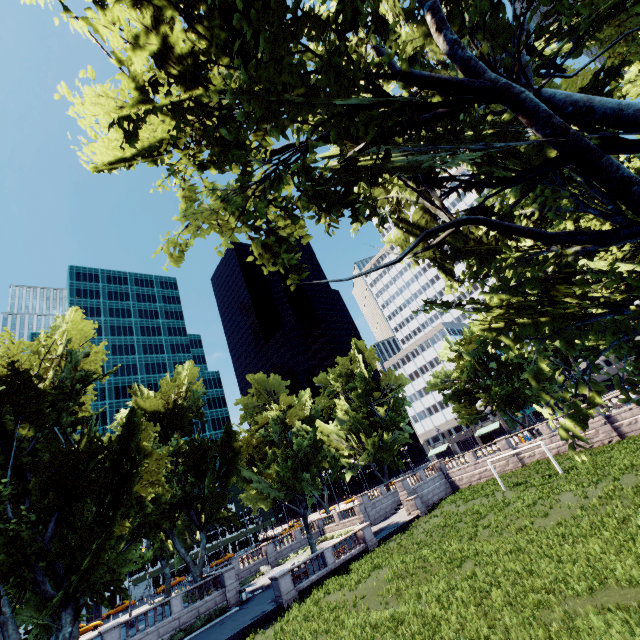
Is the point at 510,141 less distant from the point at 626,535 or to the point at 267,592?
the point at 626,535

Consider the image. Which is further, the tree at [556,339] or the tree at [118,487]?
the tree at [118,487]

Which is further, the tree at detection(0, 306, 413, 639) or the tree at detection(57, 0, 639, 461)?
the tree at detection(0, 306, 413, 639)
